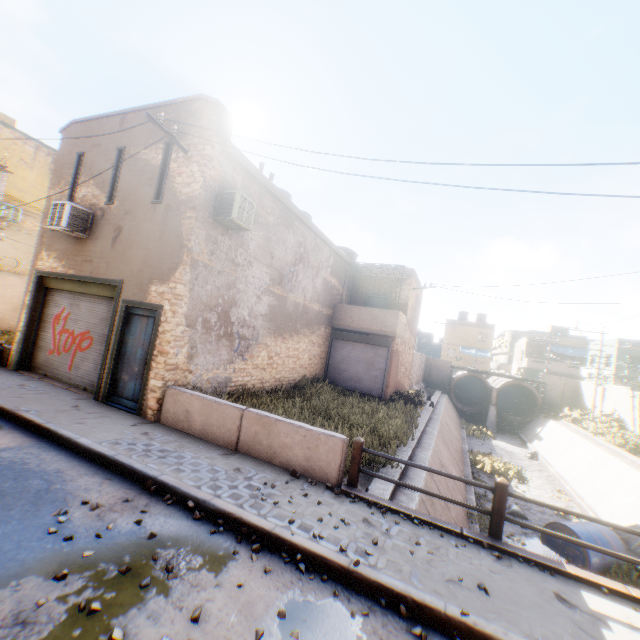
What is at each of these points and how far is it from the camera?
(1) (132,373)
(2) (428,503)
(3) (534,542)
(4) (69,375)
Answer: (1) door, 8.6 meters
(2) concrete channel, 8.1 meters
(3) concrete channel, 11.2 meters
(4) rolling overhead door, 9.9 meters

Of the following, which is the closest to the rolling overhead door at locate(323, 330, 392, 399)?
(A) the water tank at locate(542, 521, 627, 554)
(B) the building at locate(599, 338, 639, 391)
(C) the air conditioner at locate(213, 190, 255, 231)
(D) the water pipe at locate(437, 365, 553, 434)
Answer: (C) the air conditioner at locate(213, 190, 255, 231)

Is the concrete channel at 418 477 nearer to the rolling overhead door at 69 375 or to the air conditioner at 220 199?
the rolling overhead door at 69 375

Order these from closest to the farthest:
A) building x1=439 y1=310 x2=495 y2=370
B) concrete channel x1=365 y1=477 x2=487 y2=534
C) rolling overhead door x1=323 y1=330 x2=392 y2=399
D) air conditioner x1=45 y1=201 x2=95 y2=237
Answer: concrete channel x1=365 y1=477 x2=487 y2=534 → air conditioner x1=45 y1=201 x2=95 y2=237 → rolling overhead door x1=323 y1=330 x2=392 y2=399 → building x1=439 y1=310 x2=495 y2=370

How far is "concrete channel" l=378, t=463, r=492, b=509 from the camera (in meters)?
8.52

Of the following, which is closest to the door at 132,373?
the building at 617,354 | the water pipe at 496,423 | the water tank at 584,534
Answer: the water tank at 584,534

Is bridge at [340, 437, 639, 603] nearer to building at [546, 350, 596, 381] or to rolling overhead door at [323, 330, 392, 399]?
rolling overhead door at [323, 330, 392, 399]

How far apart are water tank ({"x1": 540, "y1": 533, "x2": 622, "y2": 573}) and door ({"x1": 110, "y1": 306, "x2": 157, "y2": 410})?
13.7 meters
